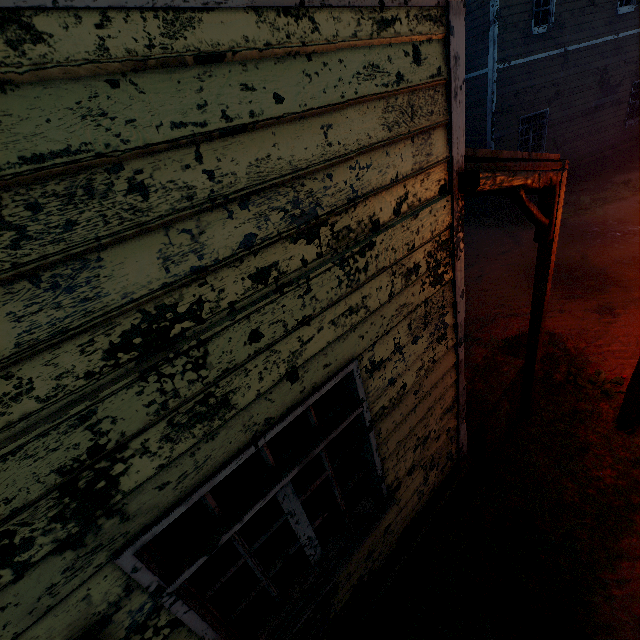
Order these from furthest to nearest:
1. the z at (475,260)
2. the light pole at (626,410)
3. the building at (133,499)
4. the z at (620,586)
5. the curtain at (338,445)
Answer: the z at (475,260), the light pole at (626,410), the z at (620,586), the curtain at (338,445), the building at (133,499)

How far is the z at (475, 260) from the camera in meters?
6.9

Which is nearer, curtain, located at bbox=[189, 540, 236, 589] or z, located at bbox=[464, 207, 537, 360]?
curtain, located at bbox=[189, 540, 236, 589]

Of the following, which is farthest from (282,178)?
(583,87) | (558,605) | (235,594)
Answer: (583,87)

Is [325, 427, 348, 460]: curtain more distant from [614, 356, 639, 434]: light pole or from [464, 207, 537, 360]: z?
[614, 356, 639, 434]: light pole

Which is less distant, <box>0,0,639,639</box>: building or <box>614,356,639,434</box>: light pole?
<box>0,0,639,639</box>: building

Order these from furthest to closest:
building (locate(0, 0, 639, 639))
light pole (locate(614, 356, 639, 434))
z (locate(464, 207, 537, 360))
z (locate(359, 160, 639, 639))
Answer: z (locate(464, 207, 537, 360)), light pole (locate(614, 356, 639, 434)), z (locate(359, 160, 639, 639)), building (locate(0, 0, 639, 639))

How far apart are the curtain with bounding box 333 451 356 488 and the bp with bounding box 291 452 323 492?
0.9m
